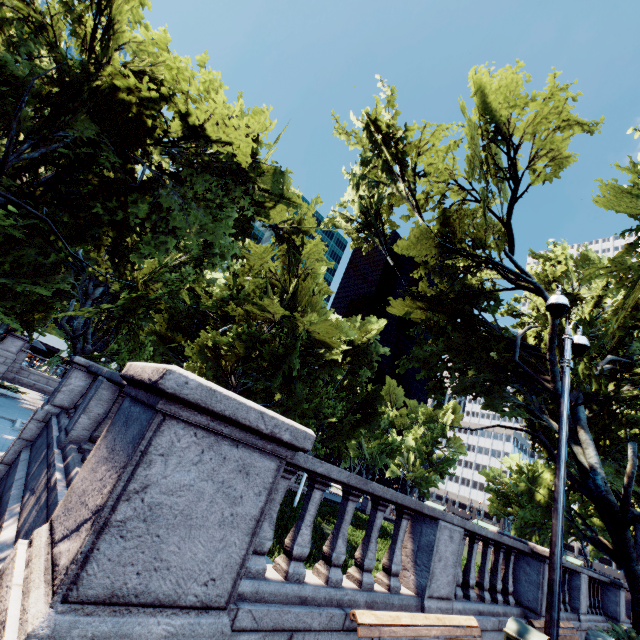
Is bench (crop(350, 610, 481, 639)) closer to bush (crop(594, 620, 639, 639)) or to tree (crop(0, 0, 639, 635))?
tree (crop(0, 0, 639, 635))

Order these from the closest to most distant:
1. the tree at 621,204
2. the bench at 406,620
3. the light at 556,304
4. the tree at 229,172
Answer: the bench at 406,620
the light at 556,304
the tree at 229,172
the tree at 621,204

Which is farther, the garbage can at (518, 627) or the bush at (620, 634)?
the bush at (620, 634)

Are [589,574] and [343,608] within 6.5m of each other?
no

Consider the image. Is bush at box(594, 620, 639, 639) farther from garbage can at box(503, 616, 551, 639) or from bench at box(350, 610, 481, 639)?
bench at box(350, 610, 481, 639)

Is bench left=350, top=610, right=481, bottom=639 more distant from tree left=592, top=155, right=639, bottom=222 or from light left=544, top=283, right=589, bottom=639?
tree left=592, top=155, right=639, bottom=222

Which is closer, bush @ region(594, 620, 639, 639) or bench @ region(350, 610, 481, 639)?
bench @ region(350, 610, 481, 639)
